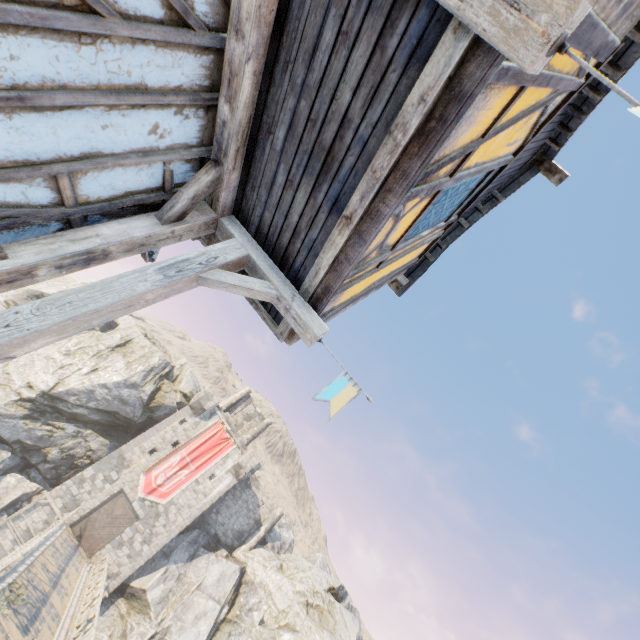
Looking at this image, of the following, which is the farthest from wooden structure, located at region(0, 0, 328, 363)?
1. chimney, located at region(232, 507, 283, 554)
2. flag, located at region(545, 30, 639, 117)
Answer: chimney, located at region(232, 507, 283, 554)

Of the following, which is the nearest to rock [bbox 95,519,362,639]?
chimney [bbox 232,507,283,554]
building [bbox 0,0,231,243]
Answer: chimney [bbox 232,507,283,554]

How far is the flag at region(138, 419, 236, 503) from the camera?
28.17m

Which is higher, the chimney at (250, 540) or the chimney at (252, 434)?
the chimney at (252, 434)

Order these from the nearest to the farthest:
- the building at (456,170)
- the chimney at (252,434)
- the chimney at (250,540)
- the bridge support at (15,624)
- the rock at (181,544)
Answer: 1. the building at (456,170)
2. the bridge support at (15,624)
3. the rock at (181,544)
4. the chimney at (250,540)
5. the chimney at (252,434)

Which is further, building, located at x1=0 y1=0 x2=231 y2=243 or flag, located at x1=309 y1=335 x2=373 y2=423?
flag, located at x1=309 y1=335 x2=373 y2=423

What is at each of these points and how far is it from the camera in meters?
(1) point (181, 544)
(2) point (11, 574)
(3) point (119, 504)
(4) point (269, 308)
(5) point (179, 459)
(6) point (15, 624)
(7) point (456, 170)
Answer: (1) rock, 29.3 m
(2) stone gutter, 12.5 m
(3) castle gate, 26.9 m
(4) building, 4.2 m
(5) flag, 29.8 m
(6) bridge support, 10.9 m
(7) building, 2.9 m

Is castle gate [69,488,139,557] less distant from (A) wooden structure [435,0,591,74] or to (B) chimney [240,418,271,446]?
(B) chimney [240,418,271,446]
